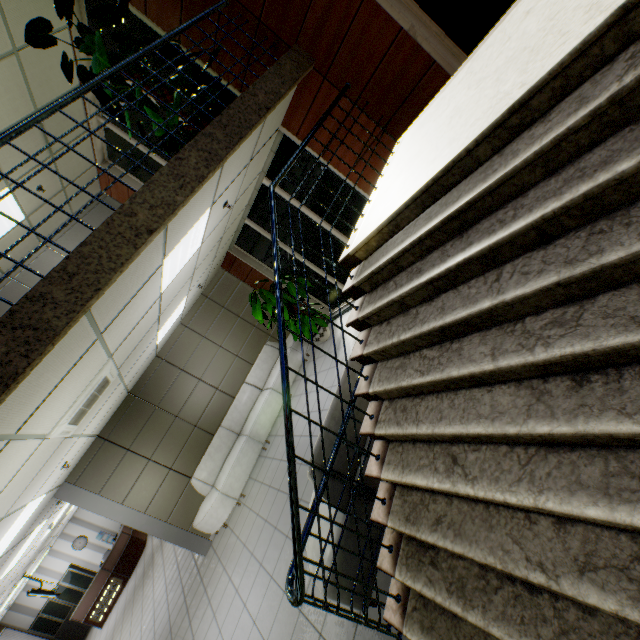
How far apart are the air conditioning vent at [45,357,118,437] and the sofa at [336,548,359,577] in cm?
275

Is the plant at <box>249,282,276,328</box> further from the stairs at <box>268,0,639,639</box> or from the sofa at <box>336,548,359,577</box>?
the stairs at <box>268,0,639,639</box>

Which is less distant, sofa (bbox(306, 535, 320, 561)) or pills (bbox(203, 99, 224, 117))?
sofa (bbox(306, 535, 320, 561))

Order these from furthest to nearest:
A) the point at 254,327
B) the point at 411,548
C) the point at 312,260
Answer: the point at 254,327 < the point at 312,260 < the point at 411,548

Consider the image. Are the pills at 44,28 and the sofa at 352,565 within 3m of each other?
no

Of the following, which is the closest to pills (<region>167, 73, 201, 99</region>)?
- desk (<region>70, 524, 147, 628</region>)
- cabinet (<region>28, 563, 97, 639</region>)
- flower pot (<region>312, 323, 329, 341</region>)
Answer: flower pot (<region>312, 323, 329, 341</region>)

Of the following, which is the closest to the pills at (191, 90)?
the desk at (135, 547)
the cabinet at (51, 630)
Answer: the desk at (135, 547)
